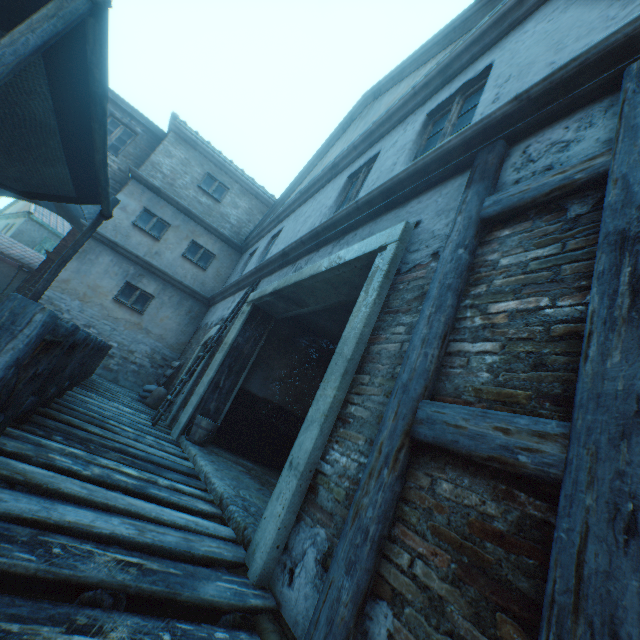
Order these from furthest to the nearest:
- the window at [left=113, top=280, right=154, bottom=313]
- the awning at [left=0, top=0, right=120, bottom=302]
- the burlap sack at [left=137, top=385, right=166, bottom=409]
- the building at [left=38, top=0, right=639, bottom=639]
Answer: the window at [left=113, top=280, right=154, bottom=313] → the burlap sack at [left=137, top=385, right=166, bottom=409] → the building at [left=38, top=0, right=639, bottom=639] → the awning at [left=0, top=0, right=120, bottom=302]

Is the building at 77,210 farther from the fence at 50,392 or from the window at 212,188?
the fence at 50,392

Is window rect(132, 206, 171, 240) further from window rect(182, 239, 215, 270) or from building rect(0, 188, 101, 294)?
window rect(182, 239, 215, 270)

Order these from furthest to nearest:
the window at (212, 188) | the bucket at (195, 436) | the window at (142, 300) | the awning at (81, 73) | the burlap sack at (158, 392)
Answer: the window at (212, 188) < the window at (142, 300) < the burlap sack at (158, 392) < the bucket at (195, 436) < the awning at (81, 73)

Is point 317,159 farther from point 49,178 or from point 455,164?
point 49,178

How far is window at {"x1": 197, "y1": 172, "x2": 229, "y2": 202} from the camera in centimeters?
1241cm

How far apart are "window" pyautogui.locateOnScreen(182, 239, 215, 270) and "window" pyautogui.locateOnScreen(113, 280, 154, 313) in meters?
1.8

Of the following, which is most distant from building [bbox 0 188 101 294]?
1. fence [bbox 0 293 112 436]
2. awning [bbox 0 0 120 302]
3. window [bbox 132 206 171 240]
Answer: awning [bbox 0 0 120 302]
